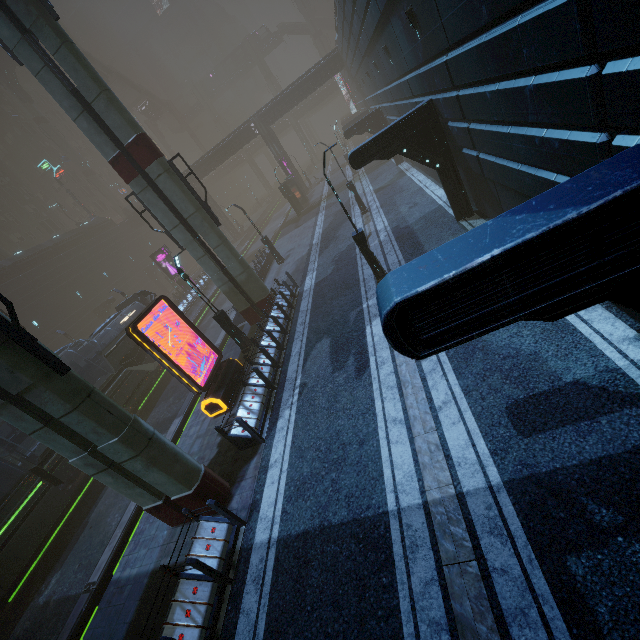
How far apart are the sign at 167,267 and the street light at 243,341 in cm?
2354

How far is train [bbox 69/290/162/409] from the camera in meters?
19.0

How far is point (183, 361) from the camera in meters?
24.5

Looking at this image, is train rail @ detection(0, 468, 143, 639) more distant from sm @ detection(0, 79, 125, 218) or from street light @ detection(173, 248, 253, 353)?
sm @ detection(0, 79, 125, 218)

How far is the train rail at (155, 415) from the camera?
15.66m

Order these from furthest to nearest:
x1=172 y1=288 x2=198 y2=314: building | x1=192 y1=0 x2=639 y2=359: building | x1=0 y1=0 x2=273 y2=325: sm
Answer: x1=172 y1=288 x2=198 y2=314: building < x1=0 y1=0 x2=273 y2=325: sm < x1=192 y1=0 x2=639 y2=359: building

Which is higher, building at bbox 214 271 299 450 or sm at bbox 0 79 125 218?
sm at bbox 0 79 125 218

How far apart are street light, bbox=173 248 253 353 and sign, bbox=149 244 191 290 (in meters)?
23.54
